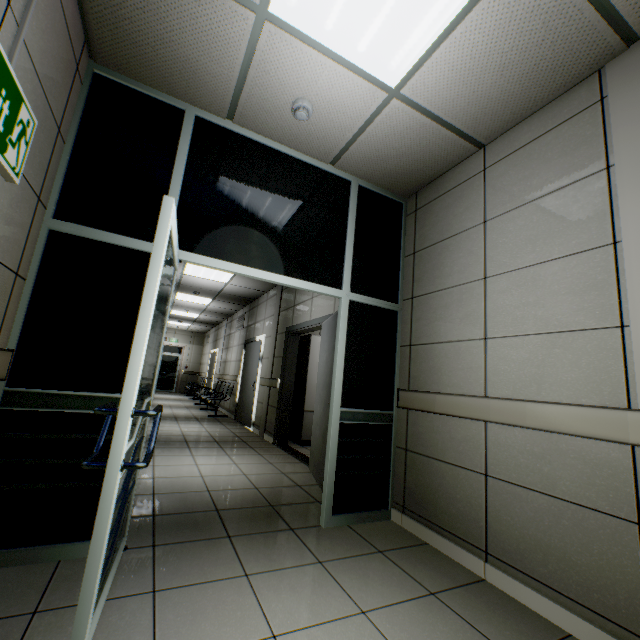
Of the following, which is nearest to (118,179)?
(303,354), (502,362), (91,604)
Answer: Result: (91,604)

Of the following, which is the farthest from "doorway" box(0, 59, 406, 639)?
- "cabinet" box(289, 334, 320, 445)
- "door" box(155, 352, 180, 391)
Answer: "door" box(155, 352, 180, 391)

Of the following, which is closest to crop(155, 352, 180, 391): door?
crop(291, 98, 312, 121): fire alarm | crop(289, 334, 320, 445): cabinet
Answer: crop(289, 334, 320, 445): cabinet

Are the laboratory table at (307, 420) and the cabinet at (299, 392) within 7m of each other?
yes

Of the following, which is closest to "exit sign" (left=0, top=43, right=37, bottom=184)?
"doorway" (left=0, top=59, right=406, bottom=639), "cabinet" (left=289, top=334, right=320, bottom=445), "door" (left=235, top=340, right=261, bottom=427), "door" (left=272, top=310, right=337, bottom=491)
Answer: "doorway" (left=0, top=59, right=406, bottom=639)

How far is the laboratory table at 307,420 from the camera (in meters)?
6.03

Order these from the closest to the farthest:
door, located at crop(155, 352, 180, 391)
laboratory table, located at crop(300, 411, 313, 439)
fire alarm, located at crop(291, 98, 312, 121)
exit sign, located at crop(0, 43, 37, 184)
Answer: exit sign, located at crop(0, 43, 37, 184), fire alarm, located at crop(291, 98, 312, 121), laboratory table, located at crop(300, 411, 313, 439), door, located at crop(155, 352, 180, 391)

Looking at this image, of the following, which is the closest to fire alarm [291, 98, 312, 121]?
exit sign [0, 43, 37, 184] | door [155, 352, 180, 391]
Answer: exit sign [0, 43, 37, 184]
